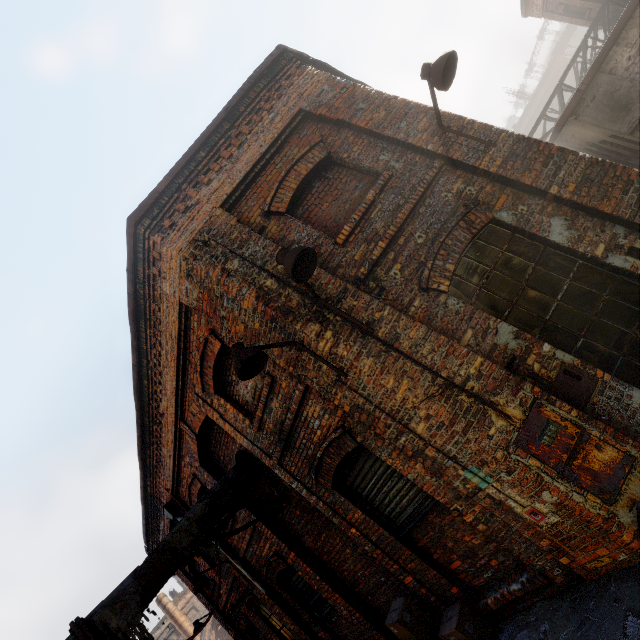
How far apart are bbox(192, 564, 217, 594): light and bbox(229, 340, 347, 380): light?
7.27m

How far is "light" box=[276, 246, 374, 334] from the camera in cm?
343

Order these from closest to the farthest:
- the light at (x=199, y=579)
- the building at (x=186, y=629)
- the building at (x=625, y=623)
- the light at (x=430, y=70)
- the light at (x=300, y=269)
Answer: the building at (x=625, y=623) < the light at (x=300, y=269) < the light at (x=430, y=70) < the light at (x=199, y=579) < the building at (x=186, y=629)

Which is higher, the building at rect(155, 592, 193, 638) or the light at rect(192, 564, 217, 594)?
the building at rect(155, 592, 193, 638)

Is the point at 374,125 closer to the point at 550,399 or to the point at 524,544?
the point at 550,399

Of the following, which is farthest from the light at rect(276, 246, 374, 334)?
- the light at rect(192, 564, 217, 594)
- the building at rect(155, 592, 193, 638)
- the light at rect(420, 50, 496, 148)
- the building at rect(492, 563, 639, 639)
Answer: the building at rect(155, 592, 193, 638)

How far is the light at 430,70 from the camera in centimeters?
405cm

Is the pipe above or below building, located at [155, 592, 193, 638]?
below
